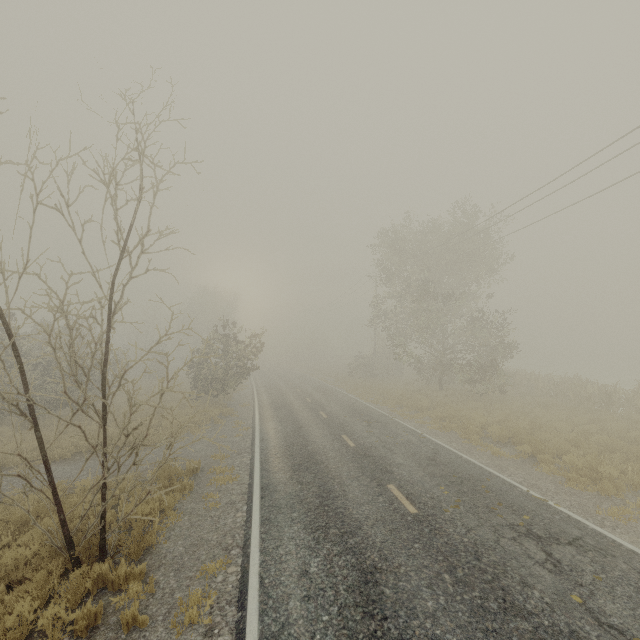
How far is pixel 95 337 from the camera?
34.3m

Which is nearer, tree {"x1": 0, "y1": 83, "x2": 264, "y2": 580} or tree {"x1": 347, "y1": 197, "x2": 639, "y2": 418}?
tree {"x1": 0, "y1": 83, "x2": 264, "y2": 580}

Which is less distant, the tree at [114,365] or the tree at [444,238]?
the tree at [114,365]
